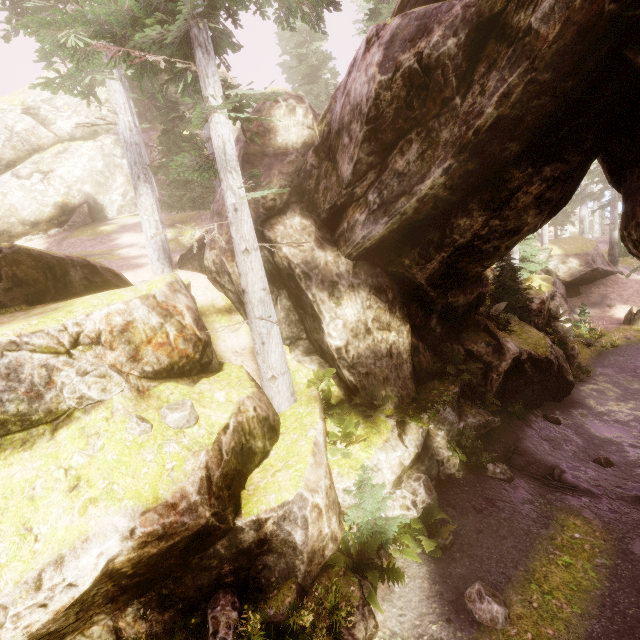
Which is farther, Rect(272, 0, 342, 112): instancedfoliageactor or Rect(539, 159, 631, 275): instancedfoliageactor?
Rect(539, 159, 631, 275): instancedfoliageactor

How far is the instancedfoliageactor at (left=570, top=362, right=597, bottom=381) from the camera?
17.5m

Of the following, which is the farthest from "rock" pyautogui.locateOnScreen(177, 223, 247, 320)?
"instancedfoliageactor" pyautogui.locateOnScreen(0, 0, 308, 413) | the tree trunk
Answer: the tree trunk

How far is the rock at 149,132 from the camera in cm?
2670

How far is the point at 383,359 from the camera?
11.22m

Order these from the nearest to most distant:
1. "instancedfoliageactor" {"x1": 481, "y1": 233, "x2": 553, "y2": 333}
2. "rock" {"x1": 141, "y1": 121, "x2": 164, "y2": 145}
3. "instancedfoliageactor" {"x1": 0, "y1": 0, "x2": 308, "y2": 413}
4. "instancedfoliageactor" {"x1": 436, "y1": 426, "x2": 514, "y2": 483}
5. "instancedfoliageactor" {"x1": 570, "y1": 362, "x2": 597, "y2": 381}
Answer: "instancedfoliageactor" {"x1": 0, "y1": 0, "x2": 308, "y2": 413}
"instancedfoliageactor" {"x1": 436, "y1": 426, "x2": 514, "y2": 483}
"instancedfoliageactor" {"x1": 481, "y1": 233, "x2": 553, "y2": 333}
"instancedfoliageactor" {"x1": 570, "y1": 362, "x2": 597, "y2": 381}
"rock" {"x1": 141, "y1": 121, "x2": 164, "y2": 145}

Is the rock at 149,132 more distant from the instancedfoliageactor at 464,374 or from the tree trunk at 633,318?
the tree trunk at 633,318
